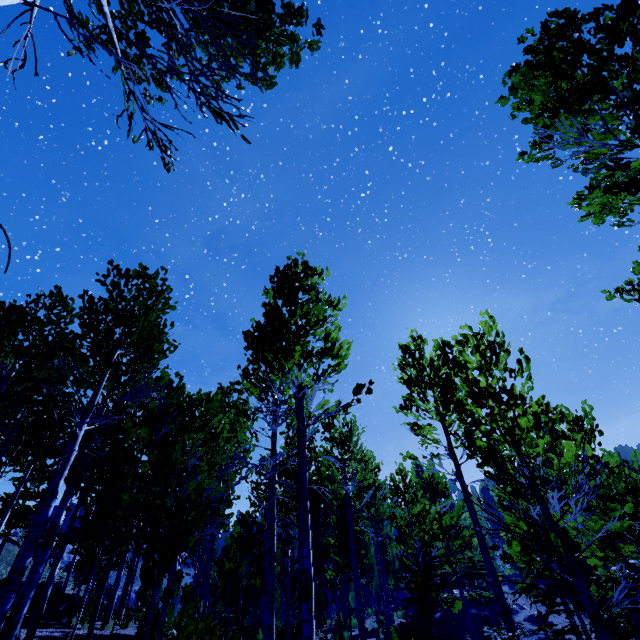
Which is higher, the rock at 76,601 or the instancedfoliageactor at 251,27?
the instancedfoliageactor at 251,27

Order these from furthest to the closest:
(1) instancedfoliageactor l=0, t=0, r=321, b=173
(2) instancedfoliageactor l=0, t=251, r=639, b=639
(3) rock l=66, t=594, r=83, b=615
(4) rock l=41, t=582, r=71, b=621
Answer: (3) rock l=66, t=594, r=83, b=615
(4) rock l=41, t=582, r=71, b=621
(2) instancedfoliageactor l=0, t=251, r=639, b=639
(1) instancedfoliageactor l=0, t=0, r=321, b=173

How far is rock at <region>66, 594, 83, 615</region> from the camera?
13.4 meters

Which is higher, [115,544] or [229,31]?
[229,31]

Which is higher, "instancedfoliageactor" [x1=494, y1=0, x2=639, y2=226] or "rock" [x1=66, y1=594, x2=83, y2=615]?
"instancedfoliageactor" [x1=494, y1=0, x2=639, y2=226]

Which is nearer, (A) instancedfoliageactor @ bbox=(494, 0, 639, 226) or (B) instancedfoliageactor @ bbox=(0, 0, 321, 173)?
(B) instancedfoliageactor @ bbox=(0, 0, 321, 173)
